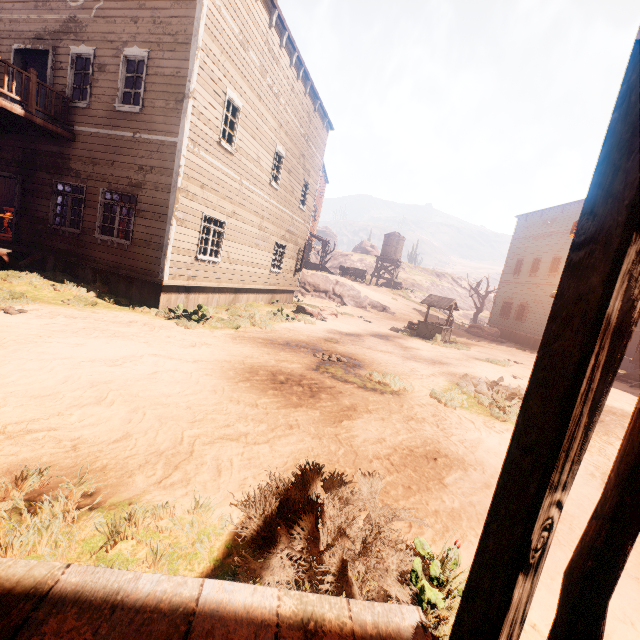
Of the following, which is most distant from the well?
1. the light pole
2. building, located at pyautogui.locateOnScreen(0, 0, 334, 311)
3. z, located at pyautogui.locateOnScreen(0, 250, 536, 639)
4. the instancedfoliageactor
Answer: the light pole

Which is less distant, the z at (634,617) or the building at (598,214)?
the building at (598,214)

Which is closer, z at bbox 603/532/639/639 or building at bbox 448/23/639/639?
building at bbox 448/23/639/639

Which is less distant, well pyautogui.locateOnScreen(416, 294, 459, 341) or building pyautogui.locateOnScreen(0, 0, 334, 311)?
building pyautogui.locateOnScreen(0, 0, 334, 311)

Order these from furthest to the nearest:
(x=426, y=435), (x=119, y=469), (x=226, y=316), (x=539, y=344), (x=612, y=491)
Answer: (x=539, y=344) → (x=226, y=316) → (x=426, y=435) → (x=119, y=469) → (x=612, y=491)

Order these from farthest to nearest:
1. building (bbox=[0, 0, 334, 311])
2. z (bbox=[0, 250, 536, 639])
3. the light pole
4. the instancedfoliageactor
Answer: the instancedfoliageactor, building (bbox=[0, 0, 334, 311]), z (bbox=[0, 250, 536, 639]), the light pole

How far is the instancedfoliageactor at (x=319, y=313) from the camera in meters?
15.8 m

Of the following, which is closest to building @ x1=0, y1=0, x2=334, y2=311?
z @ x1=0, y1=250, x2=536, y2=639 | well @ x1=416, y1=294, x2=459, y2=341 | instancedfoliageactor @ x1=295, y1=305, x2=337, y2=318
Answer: z @ x1=0, y1=250, x2=536, y2=639
